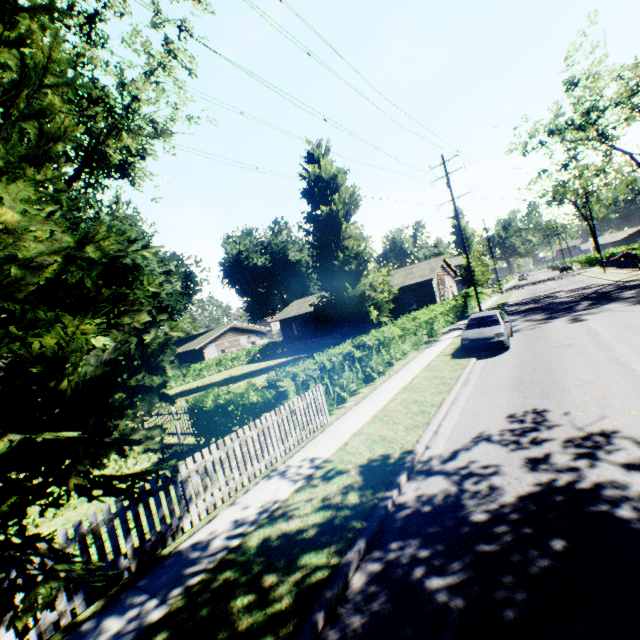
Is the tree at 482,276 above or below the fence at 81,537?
above

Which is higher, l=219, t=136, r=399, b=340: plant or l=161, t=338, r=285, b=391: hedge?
l=219, t=136, r=399, b=340: plant

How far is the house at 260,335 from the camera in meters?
42.3

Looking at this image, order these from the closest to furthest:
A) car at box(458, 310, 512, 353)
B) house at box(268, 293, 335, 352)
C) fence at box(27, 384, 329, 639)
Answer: fence at box(27, 384, 329, 639)
car at box(458, 310, 512, 353)
house at box(268, 293, 335, 352)

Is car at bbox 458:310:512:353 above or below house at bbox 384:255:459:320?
below

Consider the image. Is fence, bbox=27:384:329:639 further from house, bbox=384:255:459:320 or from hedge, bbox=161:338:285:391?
house, bbox=384:255:459:320

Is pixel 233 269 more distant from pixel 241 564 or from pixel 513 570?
pixel 513 570

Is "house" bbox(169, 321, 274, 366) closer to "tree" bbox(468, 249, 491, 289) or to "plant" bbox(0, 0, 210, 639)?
"plant" bbox(0, 0, 210, 639)
